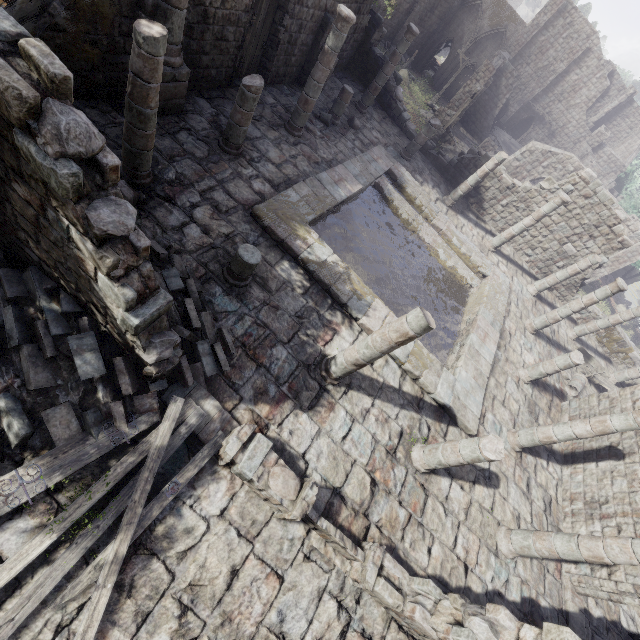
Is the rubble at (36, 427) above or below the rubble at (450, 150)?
above

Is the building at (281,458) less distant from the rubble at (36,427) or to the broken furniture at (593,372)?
the rubble at (36,427)

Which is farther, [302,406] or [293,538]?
[302,406]

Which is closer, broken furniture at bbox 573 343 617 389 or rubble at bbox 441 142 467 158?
broken furniture at bbox 573 343 617 389

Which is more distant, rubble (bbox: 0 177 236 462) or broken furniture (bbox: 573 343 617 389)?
broken furniture (bbox: 573 343 617 389)

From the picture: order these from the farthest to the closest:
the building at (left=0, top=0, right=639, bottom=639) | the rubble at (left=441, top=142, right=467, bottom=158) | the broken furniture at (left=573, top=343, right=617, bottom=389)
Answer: the rubble at (left=441, top=142, right=467, bottom=158) → the broken furniture at (left=573, top=343, right=617, bottom=389) → the building at (left=0, top=0, right=639, bottom=639)

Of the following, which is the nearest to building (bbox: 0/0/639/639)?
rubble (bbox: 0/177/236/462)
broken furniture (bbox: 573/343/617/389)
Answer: rubble (bbox: 0/177/236/462)

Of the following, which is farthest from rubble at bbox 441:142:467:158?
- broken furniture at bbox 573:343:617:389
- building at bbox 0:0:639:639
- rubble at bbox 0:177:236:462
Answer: rubble at bbox 0:177:236:462
